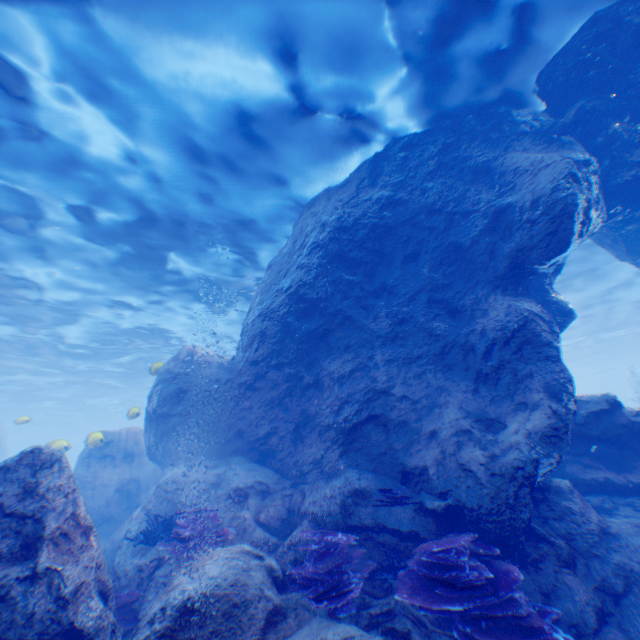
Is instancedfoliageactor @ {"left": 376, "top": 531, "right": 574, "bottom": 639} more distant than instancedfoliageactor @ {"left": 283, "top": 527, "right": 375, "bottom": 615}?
No

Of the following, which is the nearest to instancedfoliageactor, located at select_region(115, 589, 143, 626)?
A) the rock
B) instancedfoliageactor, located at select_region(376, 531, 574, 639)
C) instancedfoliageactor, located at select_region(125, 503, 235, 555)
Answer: the rock

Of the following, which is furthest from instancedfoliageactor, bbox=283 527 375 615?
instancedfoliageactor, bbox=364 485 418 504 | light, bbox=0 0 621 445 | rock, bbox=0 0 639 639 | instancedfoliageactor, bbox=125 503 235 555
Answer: light, bbox=0 0 621 445

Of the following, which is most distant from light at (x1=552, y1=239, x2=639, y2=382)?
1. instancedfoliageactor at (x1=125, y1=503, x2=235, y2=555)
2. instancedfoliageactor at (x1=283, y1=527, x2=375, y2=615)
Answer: instancedfoliageactor at (x1=283, y1=527, x2=375, y2=615)

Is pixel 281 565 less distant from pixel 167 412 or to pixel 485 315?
pixel 167 412

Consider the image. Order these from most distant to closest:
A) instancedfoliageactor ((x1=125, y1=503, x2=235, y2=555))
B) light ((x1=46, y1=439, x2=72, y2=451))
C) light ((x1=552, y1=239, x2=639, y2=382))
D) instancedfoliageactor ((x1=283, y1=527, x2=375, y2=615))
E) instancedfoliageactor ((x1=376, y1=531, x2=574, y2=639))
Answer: light ((x1=552, y1=239, x2=639, y2=382)), light ((x1=46, y1=439, x2=72, y2=451)), instancedfoliageactor ((x1=125, y1=503, x2=235, y2=555)), instancedfoliageactor ((x1=283, y1=527, x2=375, y2=615)), instancedfoliageactor ((x1=376, y1=531, x2=574, y2=639))

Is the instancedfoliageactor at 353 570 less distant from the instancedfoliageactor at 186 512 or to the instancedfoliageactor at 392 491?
the instancedfoliageactor at 186 512

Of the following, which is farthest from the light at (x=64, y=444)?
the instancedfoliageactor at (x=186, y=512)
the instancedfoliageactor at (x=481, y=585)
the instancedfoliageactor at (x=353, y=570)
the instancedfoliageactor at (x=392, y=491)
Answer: the instancedfoliageactor at (x=481, y=585)
